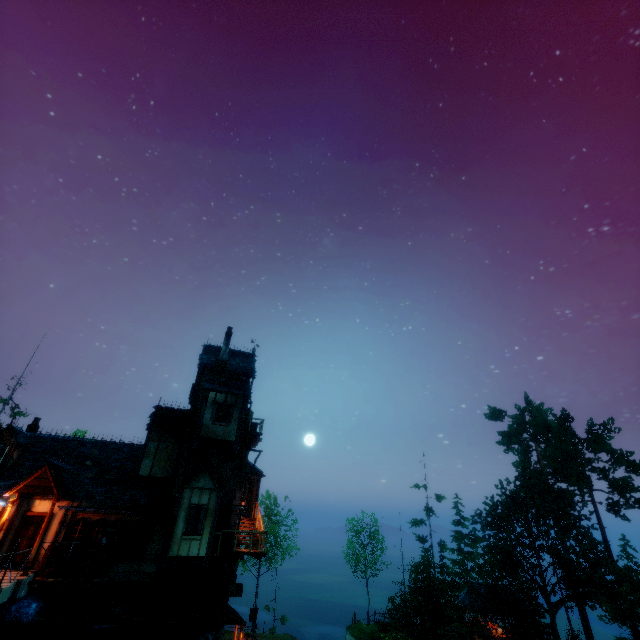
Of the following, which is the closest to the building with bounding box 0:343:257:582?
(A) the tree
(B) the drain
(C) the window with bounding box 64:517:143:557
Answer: (C) the window with bounding box 64:517:143:557

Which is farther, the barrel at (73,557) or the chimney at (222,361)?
the chimney at (222,361)

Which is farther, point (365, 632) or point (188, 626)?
point (365, 632)

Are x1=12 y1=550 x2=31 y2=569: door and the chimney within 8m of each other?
no

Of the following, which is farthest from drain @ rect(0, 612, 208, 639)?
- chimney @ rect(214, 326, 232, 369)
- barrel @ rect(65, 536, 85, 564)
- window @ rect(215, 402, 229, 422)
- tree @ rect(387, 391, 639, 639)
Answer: tree @ rect(387, 391, 639, 639)

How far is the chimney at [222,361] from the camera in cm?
2291

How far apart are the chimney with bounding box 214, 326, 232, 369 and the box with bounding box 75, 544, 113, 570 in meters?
9.9 m

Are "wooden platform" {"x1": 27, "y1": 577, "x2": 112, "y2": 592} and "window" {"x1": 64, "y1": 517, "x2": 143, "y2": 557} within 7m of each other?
yes
